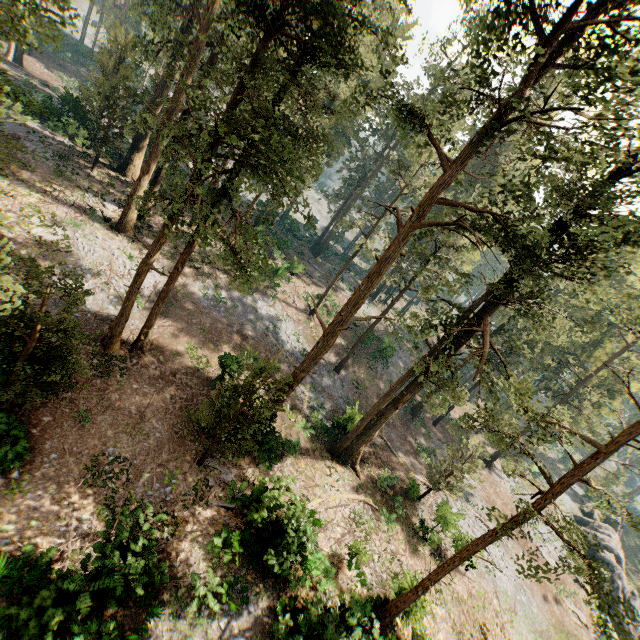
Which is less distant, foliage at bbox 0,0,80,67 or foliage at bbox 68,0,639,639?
foliage at bbox 0,0,80,67

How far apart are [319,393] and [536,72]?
24.4m

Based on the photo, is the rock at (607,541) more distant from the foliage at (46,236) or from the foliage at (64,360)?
the foliage at (46,236)

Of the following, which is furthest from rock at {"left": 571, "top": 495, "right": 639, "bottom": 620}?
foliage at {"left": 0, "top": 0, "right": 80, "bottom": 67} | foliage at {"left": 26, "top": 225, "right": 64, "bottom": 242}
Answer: foliage at {"left": 26, "top": 225, "right": 64, "bottom": 242}

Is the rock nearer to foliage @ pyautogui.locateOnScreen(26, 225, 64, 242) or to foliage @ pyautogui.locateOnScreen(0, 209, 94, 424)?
foliage @ pyautogui.locateOnScreen(0, 209, 94, 424)

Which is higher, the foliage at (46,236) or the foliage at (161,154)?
the foliage at (161,154)

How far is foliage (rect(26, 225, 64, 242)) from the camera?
18.6 meters

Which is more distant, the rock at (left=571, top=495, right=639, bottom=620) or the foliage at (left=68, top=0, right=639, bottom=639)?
the rock at (left=571, top=495, right=639, bottom=620)
